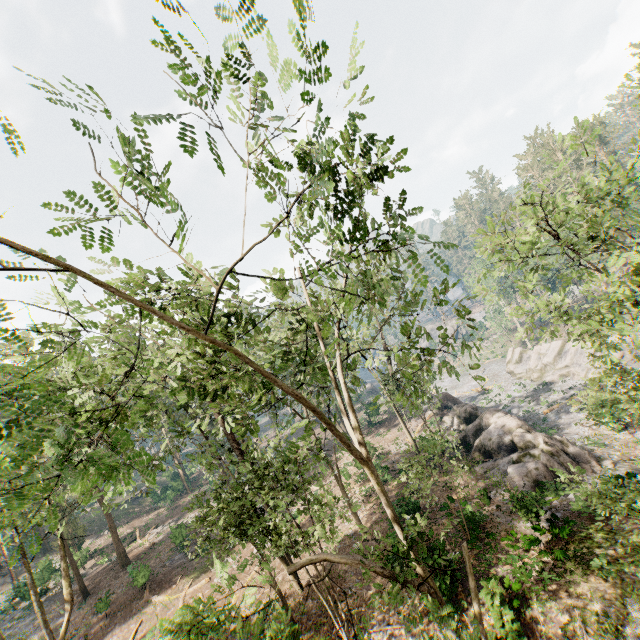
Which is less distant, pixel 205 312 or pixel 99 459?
pixel 99 459

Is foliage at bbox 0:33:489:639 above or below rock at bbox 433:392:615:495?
above

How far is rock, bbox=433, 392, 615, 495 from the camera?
19.83m

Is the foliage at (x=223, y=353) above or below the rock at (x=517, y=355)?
above

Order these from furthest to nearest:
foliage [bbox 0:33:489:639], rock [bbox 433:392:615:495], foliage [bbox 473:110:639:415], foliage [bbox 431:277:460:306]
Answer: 1. rock [bbox 433:392:615:495]
2. foliage [bbox 473:110:639:415]
3. foliage [bbox 431:277:460:306]
4. foliage [bbox 0:33:489:639]

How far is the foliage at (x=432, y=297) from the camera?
6.3 meters
